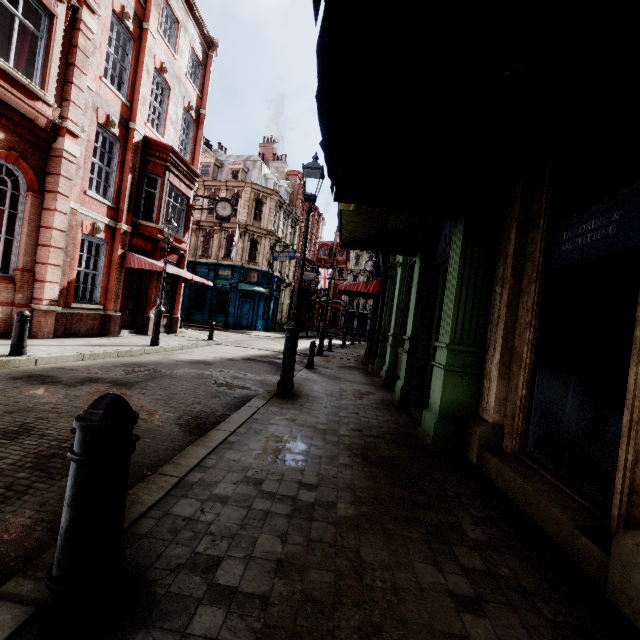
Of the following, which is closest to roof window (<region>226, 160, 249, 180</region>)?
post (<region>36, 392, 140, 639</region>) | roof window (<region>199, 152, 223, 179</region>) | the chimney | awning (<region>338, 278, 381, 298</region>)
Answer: roof window (<region>199, 152, 223, 179</region>)

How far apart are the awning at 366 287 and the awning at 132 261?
7.0m

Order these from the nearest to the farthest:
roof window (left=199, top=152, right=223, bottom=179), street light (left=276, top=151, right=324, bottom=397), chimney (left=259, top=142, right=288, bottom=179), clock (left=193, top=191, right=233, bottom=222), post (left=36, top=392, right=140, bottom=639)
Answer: post (left=36, top=392, right=140, bottom=639) < street light (left=276, top=151, right=324, bottom=397) < clock (left=193, top=191, right=233, bottom=222) < roof window (left=199, top=152, right=223, bottom=179) < chimney (left=259, top=142, right=288, bottom=179)

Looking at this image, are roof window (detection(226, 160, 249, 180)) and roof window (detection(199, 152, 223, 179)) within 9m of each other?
yes

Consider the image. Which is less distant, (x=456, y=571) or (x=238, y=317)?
(x=456, y=571)

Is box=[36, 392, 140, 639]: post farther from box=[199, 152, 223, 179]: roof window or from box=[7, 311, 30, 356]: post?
box=[199, 152, 223, 179]: roof window

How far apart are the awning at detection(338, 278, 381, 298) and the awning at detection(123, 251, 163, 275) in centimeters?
702cm

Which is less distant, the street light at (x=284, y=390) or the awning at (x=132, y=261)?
the street light at (x=284, y=390)
